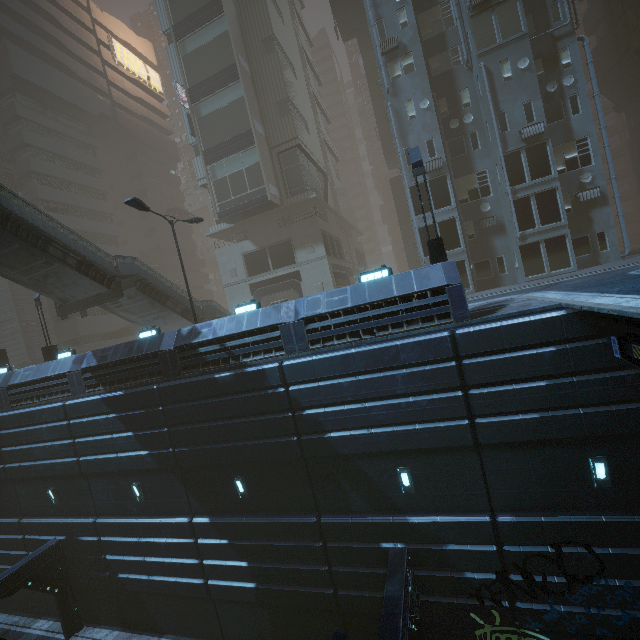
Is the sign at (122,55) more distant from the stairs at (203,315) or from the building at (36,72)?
the stairs at (203,315)

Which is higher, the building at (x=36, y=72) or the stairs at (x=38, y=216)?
the building at (x=36, y=72)

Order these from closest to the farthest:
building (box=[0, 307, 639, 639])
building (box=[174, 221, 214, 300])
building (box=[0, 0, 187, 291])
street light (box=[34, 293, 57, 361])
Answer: building (box=[0, 307, 639, 639]) → street light (box=[34, 293, 57, 361]) → building (box=[0, 0, 187, 291]) → building (box=[174, 221, 214, 300])

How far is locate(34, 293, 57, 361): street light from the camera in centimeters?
1975cm

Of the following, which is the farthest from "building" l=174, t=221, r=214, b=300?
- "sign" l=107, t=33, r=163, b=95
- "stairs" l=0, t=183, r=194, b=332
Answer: "stairs" l=0, t=183, r=194, b=332

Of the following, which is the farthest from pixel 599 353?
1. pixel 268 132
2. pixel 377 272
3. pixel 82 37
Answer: pixel 82 37

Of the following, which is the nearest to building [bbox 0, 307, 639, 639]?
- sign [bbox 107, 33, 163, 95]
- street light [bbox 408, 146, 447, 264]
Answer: sign [bbox 107, 33, 163, 95]

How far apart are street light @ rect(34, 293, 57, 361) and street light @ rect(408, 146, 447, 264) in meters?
22.4
